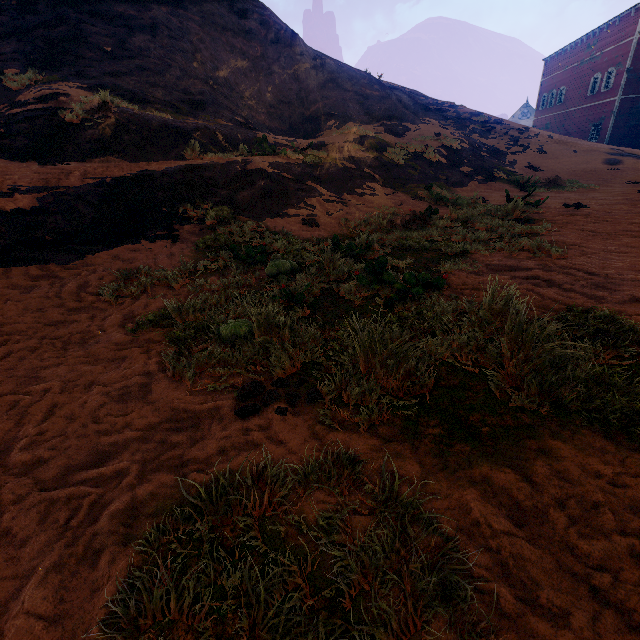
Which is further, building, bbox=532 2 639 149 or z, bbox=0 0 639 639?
building, bbox=532 2 639 149

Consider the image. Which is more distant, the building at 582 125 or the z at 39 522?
the building at 582 125

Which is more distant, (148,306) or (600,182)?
(600,182)
